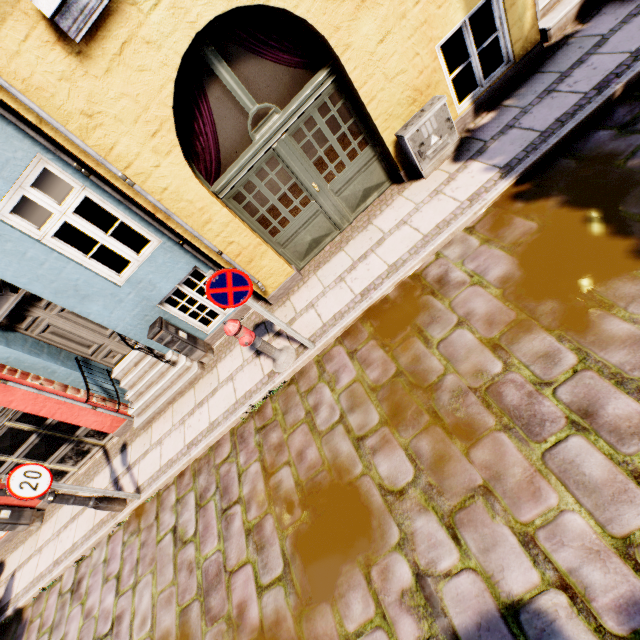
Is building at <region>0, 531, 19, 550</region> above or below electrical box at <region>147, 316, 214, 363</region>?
below

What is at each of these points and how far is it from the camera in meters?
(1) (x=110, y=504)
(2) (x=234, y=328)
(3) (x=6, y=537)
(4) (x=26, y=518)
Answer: (1) street light, 5.6 m
(2) hydrant, 4.4 m
(3) building, 7.9 m
(4) electrical box, 7.3 m

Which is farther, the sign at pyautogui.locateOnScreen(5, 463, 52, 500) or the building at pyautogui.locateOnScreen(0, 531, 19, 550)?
the building at pyautogui.locateOnScreen(0, 531, 19, 550)

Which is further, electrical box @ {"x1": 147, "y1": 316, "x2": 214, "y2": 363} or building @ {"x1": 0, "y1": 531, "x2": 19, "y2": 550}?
building @ {"x1": 0, "y1": 531, "x2": 19, "y2": 550}

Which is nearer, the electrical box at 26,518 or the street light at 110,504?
the street light at 110,504

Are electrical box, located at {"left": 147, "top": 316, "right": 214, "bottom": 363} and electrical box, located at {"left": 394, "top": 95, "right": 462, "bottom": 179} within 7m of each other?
yes

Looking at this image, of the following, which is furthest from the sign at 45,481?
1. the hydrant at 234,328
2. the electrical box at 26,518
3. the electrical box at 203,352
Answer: the electrical box at 26,518

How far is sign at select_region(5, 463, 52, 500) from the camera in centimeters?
439cm
